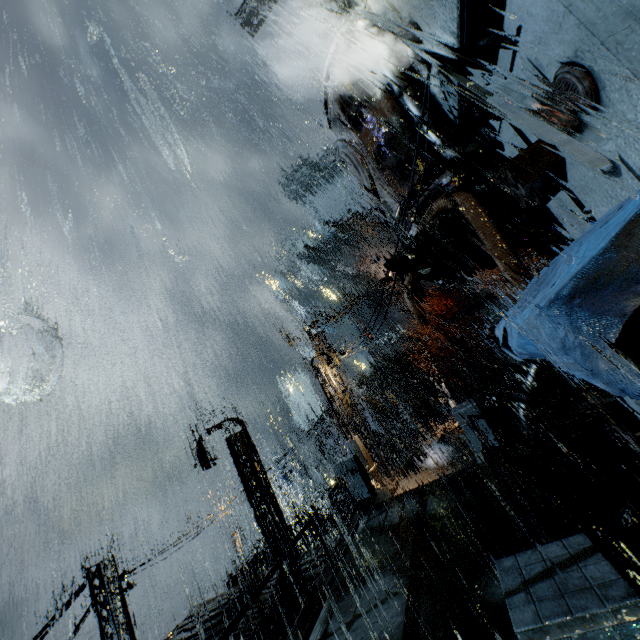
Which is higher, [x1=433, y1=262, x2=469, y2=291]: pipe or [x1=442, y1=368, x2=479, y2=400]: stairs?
[x1=433, y1=262, x2=469, y2=291]: pipe

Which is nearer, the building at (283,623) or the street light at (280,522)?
the building at (283,623)

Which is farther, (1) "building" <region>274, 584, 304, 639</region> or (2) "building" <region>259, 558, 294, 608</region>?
(2) "building" <region>259, 558, 294, 608</region>

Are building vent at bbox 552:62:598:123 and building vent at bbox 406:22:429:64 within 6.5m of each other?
yes

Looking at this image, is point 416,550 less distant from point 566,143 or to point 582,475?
point 582,475

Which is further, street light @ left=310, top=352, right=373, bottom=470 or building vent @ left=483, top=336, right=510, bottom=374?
building vent @ left=483, top=336, right=510, bottom=374

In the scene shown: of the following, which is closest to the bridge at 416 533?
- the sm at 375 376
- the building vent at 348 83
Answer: the building vent at 348 83

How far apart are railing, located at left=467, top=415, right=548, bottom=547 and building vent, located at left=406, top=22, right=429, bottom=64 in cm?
935
